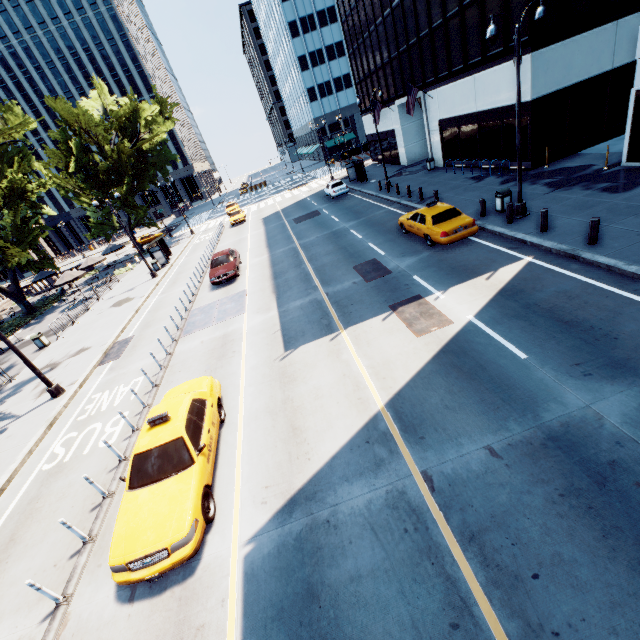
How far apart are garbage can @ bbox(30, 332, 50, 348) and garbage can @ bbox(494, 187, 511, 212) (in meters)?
28.80

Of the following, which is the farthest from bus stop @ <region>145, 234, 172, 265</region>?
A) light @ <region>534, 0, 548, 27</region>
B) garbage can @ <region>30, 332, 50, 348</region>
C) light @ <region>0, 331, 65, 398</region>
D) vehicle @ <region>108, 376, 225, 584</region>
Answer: light @ <region>534, 0, 548, 27</region>

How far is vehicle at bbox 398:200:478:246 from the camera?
14.05m

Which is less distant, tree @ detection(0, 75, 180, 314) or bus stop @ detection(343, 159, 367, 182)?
tree @ detection(0, 75, 180, 314)

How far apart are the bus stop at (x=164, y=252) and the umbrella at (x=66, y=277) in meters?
5.7 m

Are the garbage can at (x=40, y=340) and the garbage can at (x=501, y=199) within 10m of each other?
no

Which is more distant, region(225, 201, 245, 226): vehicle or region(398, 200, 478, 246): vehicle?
region(225, 201, 245, 226): vehicle

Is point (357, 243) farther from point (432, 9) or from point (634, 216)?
point (432, 9)
